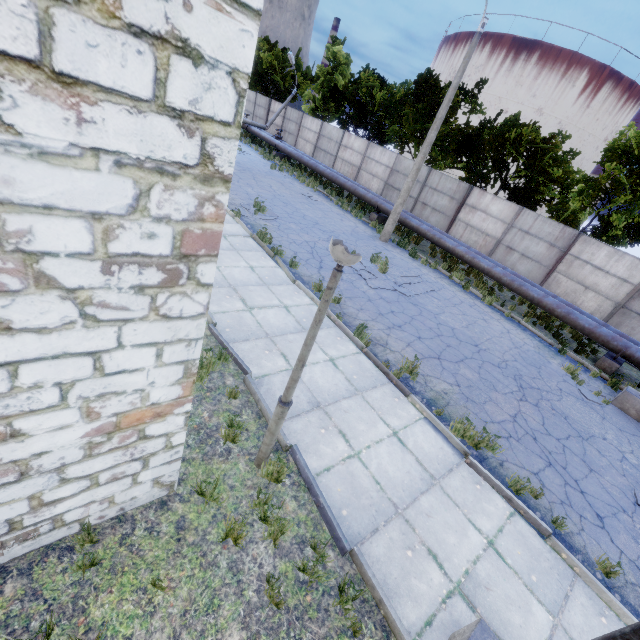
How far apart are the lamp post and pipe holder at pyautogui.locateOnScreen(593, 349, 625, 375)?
13.2m

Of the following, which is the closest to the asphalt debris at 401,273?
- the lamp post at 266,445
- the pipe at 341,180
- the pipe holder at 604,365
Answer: the pipe at 341,180

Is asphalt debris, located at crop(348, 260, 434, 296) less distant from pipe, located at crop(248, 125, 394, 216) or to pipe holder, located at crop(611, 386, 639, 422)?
pipe, located at crop(248, 125, 394, 216)

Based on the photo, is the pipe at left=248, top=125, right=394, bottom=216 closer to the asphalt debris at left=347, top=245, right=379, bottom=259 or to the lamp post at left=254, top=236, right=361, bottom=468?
the lamp post at left=254, top=236, right=361, bottom=468

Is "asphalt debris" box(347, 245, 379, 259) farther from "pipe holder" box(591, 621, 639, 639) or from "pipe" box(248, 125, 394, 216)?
"pipe holder" box(591, 621, 639, 639)

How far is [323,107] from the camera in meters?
32.5

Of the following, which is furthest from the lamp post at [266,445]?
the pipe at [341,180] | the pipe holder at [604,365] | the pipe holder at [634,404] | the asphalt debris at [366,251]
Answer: the pipe holder at [604,365]
